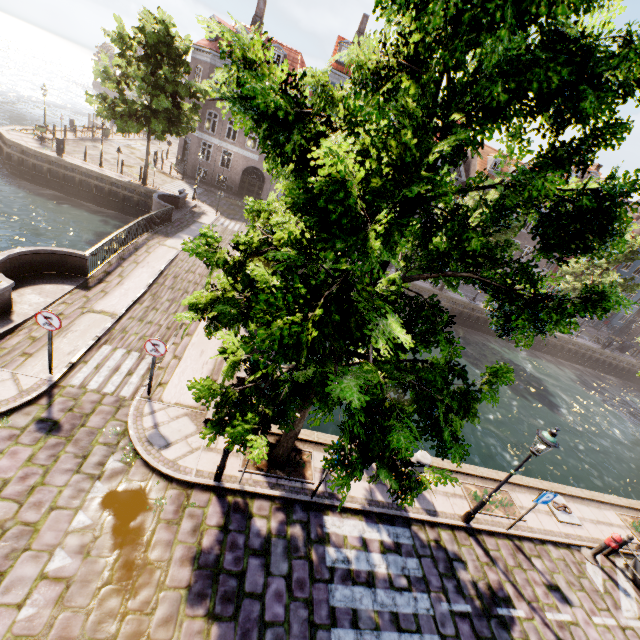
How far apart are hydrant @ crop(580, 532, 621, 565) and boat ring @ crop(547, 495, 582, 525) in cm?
67

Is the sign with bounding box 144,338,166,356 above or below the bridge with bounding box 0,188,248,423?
above

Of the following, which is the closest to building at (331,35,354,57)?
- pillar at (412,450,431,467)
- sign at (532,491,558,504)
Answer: pillar at (412,450,431,467)

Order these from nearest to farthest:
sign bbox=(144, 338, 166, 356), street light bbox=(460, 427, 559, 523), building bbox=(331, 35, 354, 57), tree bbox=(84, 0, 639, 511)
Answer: tree bbox=(84, 0, 639, 511) < street light bbox=(460, 427, 559, 523) < sign bbox=(144, 338, 166, 356) < building bbox=(331, 35, 354, 57)

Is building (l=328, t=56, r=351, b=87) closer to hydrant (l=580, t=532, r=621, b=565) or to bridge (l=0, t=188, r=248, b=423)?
bridge (l=0, t=188, r=248, b=423)

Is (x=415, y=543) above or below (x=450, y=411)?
below

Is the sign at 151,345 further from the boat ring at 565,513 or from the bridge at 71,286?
the boat ring at 565,513

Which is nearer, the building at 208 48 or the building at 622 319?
the building at 208 48
